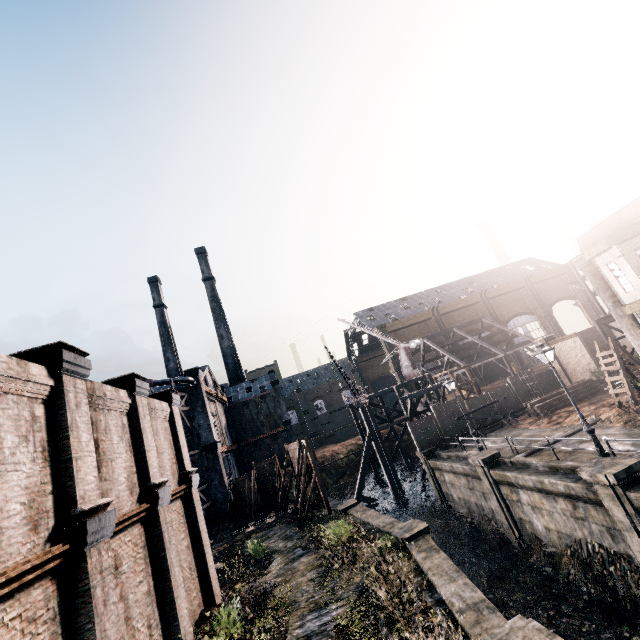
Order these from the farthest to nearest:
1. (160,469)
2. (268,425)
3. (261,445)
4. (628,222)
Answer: (268,425) < (261,445) < (628,222) < (160,469)

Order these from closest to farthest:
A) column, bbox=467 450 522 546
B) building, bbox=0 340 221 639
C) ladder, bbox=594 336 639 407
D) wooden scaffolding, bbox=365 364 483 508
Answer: building, bbox=0 340 221 639
column, bbox=467 450 522 546
ladder, bbox=594 336 639 407
wooden scaffolding, bbox=365 364 483 508

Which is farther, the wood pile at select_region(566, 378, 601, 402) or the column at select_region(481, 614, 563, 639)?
the wood pile at select_region(566, 378, 601, 402)

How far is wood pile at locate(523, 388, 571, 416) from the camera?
26.4 meters

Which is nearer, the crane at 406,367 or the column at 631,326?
the column at 631,326

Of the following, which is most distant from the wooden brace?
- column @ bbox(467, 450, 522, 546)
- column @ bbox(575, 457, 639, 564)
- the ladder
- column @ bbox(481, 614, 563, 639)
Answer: column @ bbox(481, 614, 563, 639)

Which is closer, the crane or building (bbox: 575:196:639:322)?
building (bbox: 575:196:639:322)

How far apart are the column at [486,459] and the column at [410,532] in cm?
682
